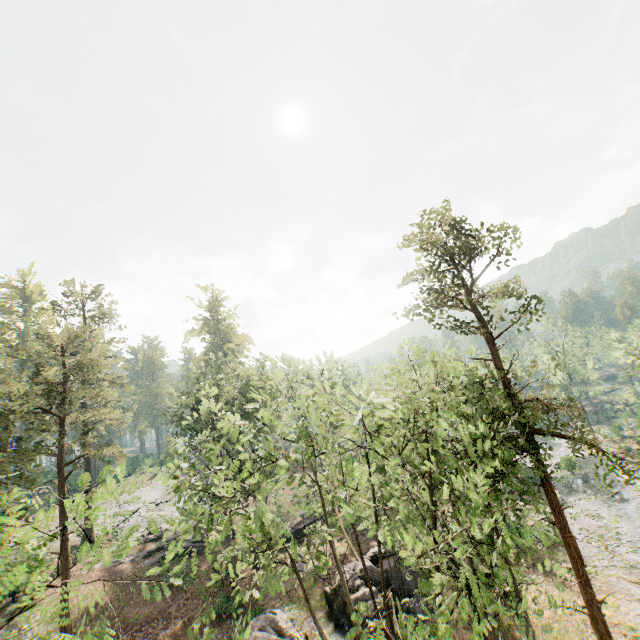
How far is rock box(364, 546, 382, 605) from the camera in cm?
2189

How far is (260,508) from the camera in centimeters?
888cm

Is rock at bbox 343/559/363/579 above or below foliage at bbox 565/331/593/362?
below

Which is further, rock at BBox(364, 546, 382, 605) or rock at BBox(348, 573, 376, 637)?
rock at BBox(364, 546, 382, 605)

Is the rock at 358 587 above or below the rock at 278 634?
below

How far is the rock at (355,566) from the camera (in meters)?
22.86
